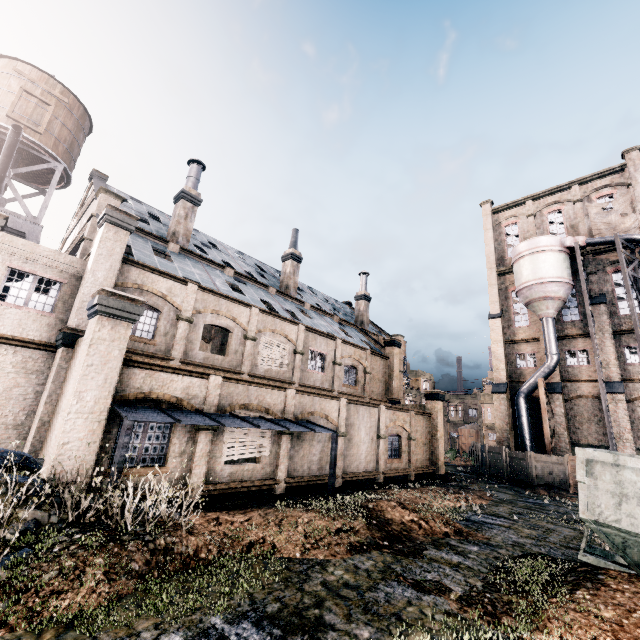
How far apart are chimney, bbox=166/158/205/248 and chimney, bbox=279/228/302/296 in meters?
9.5

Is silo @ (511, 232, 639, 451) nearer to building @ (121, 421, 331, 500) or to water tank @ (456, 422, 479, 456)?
building @ (121, 421, 331, 500)

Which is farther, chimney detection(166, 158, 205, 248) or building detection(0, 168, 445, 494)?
chimney detection(166, 158, 205, 248)

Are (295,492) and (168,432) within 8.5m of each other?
yes

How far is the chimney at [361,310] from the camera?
40.1m

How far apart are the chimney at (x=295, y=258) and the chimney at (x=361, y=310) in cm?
1078

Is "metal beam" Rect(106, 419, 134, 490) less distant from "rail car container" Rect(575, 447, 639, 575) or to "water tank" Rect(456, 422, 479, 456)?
"rail car container" Rect(575, 447, 639, 575)

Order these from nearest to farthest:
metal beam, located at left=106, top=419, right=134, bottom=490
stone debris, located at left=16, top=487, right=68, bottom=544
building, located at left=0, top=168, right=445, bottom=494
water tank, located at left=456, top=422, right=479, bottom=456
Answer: stone debris, located at left=16, top=487, right=68, bottom=544 → metal beam, located at left=106, top=419, right=134, bottom=490 → building, located at left=0, top=168, right=445, bottom=494 → water tank, located at left=456, top=422, right=479, bottom=456
